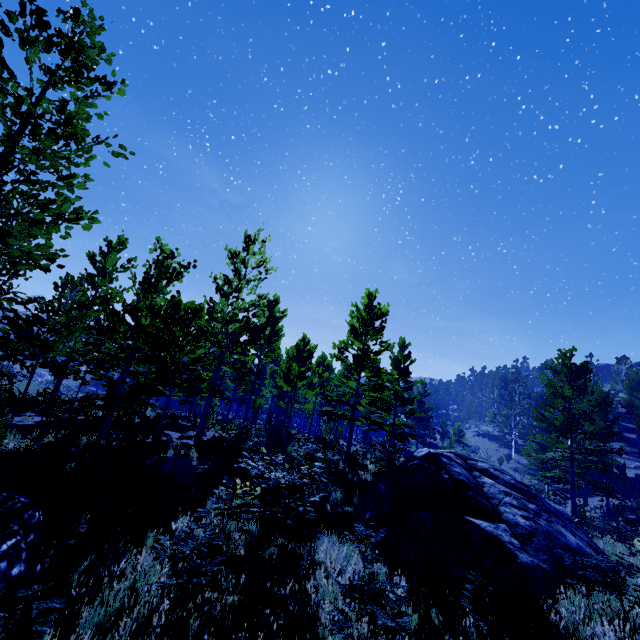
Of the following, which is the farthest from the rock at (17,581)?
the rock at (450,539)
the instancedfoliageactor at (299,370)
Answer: the rock at (450,539)

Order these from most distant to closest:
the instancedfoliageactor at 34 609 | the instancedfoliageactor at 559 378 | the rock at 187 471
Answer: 1. the instancedfoliageactor at 559 378
2. the rock at 187 471
3. the instancedfoliageactor at 34 609

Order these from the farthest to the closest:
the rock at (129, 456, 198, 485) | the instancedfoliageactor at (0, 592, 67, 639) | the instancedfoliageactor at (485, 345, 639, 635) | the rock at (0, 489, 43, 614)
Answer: the instancedfoliageactor at (485, 345, 639, 635), the rock at (129, 456, 198, 485), the rock at (0, 489, 43, 614), the instancedfoliageactor at (0, 592, 67, 639)

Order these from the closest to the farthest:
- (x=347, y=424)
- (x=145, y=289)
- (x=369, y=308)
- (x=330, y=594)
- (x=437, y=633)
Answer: (x=437, y=633), (x=330, y=594), (x=145, y=289), (x=369, y=308), (x=347, y=424)

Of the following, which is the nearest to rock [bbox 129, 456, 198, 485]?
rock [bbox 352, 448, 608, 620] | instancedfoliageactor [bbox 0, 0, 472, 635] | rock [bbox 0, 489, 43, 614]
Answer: instancedfoliageactor [bbox 0, 0, 472, 635]

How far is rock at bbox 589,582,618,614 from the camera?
6.2 meters
